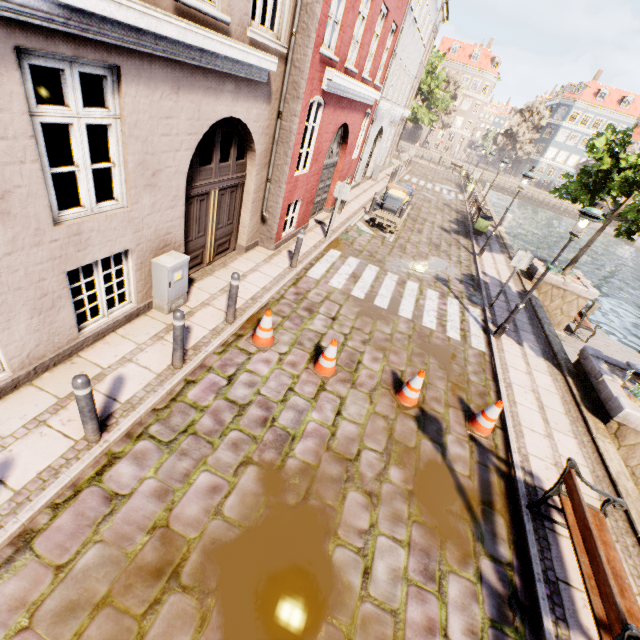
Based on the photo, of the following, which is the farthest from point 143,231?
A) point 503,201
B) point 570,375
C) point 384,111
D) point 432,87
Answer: point 503,201

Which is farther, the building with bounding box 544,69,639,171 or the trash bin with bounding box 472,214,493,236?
the building with bounding box 544,69,639,171

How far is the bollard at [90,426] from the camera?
3.4 meters

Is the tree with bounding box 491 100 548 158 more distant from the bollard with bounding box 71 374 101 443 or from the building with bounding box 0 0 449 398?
the bollard with bounding box 71 374 101 443

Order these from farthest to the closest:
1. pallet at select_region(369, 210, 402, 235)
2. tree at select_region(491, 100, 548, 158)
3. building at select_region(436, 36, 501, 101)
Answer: building at select_region(436, 36, 501, 101)
tree at select_region(491, 100, 548, 158)
pallet at select_region(369, 210, 402, 235)

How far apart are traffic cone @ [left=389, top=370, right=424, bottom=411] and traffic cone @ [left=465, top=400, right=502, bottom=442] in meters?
0.9

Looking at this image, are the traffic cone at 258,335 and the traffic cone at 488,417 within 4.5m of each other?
yes

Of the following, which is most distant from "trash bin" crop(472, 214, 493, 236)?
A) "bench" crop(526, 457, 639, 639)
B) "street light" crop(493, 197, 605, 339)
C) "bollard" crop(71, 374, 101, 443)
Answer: "bollard" crop(71, 374, 101, 443)
